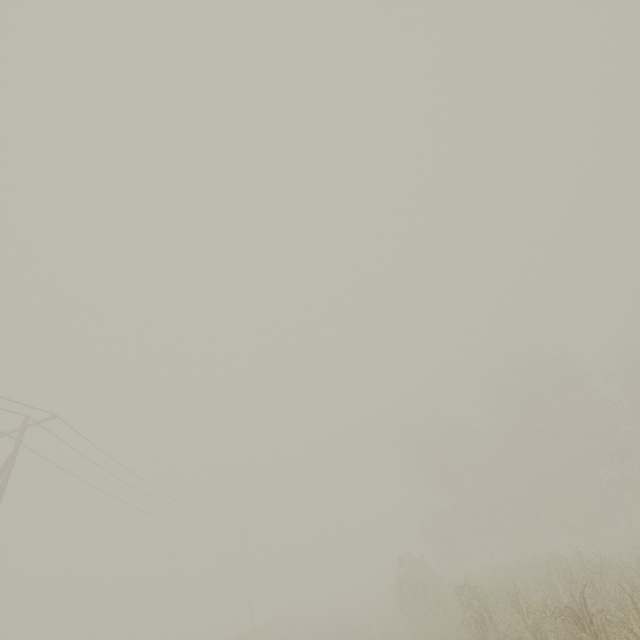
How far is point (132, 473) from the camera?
20.28m
